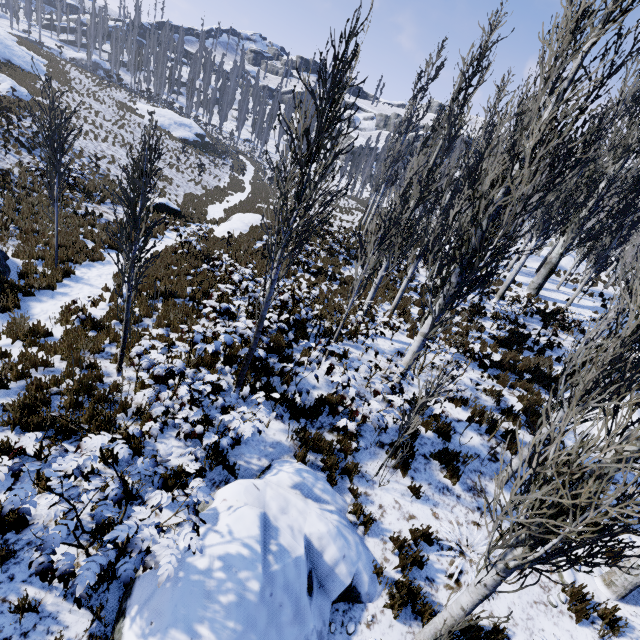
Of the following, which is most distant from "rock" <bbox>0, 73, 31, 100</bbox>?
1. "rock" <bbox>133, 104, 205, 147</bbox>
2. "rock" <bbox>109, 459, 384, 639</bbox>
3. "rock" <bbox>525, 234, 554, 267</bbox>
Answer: "rock" <bbox>525, 234, 554, 267</bbox>

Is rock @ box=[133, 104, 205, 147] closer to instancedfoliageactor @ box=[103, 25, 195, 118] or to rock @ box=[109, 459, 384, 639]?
instancedfoliageactor @ box=[103, 25, 195, 118]

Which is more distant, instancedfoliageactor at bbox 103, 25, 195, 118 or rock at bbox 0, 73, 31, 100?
instancedfoliageactor at bbox 103, 25, 195, 118

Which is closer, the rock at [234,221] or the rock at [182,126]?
the rock at [234,221]

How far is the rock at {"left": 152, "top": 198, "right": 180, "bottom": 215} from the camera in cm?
1795

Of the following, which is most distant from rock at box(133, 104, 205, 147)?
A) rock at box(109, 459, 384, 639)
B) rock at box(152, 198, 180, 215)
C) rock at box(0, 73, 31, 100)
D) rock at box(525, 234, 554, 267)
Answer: rock at box(109, 459, 384, 639)

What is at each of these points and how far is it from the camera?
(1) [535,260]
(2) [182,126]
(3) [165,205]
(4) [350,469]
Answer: (1) rock, 26.1m
(2) rock, 43.3m
(3) rock, 18.2m
(4) instancedfoliageactor, 5.9m

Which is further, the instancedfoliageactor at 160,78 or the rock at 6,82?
the instancedfoliageactor at 160,78
